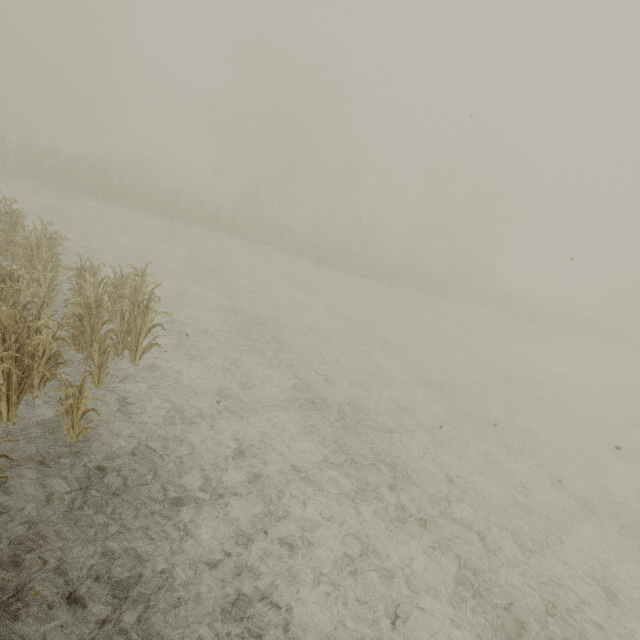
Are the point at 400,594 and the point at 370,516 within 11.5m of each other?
yes
